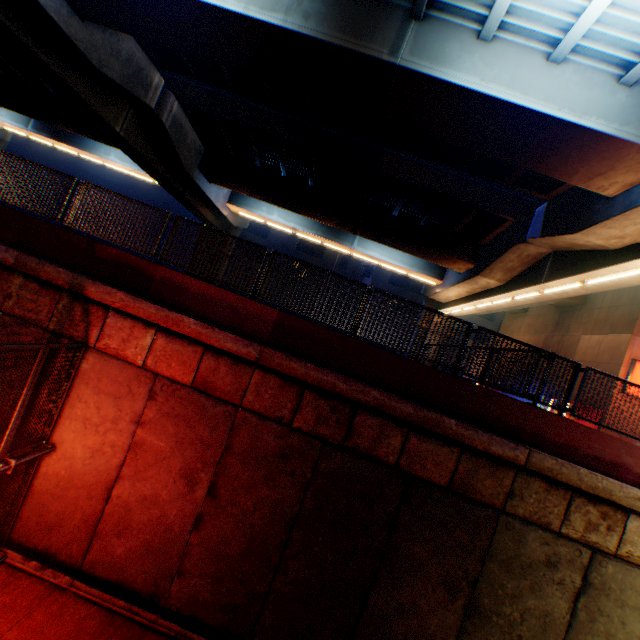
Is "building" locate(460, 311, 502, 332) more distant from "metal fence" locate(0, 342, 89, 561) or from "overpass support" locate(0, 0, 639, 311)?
"metal fence" locate(0, 342, 89, 561)

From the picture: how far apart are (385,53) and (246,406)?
9.21m

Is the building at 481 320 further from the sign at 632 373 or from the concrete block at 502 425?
the sign at 632 373

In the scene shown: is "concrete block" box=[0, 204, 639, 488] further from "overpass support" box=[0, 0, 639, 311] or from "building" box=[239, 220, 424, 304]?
"building" box=[239, 220, 424, 304]

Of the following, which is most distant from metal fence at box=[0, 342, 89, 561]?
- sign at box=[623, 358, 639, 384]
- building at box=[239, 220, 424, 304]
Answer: building at box=[239, 220, 424, 304]

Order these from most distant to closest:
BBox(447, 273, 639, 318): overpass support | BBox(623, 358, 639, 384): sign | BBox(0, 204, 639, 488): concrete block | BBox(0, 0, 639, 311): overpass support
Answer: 1. BBox(623, 358, 639, 384): sign
2. BBox(447, 273, 639, 318): overpass support
3. BBox(0, 0, 639, 311): overpass support
4. BBox(0, 204, 639, 488): concrete block

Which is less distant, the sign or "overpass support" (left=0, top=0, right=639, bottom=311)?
"overpass support" (left=0, top=0, right=639, bottom=311)

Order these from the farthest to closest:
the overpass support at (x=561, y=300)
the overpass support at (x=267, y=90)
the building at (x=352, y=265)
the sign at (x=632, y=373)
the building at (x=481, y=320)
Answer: the building at (x=352, y=265) < the building at (x=481, y=320) < the sign at (x=632, y=373) < the overpass support at (x=561, y=300) < the overpass support at (x=267, y=90)
